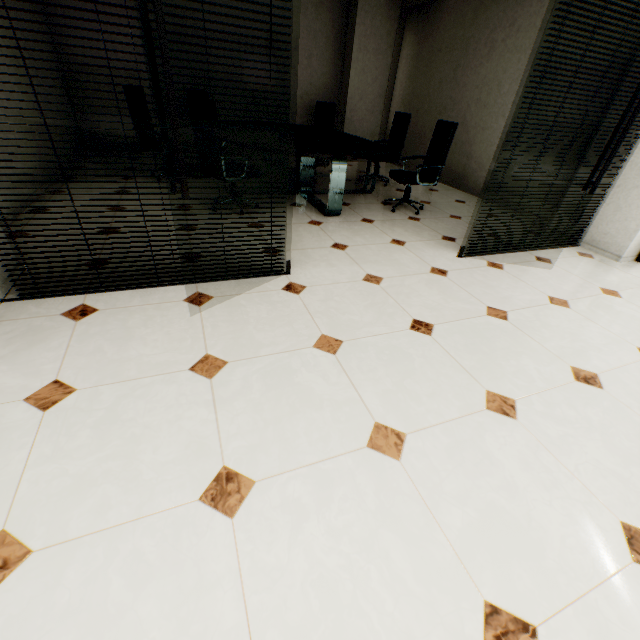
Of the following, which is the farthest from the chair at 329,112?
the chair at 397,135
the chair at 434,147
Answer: the chair at 434,147

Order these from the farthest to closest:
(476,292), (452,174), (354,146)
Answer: (452,174), (354,146), (476,292)

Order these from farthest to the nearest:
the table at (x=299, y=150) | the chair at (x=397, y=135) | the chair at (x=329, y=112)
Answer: the chair at (x=329, y=112), the chair at (x=397, y=135), the table at (x=299, y=150)

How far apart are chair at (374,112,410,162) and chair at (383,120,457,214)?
1.11m

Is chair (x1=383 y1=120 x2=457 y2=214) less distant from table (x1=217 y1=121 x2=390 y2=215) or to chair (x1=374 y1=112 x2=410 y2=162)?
table (x1=217 y1=121 x2=390 y2=215)

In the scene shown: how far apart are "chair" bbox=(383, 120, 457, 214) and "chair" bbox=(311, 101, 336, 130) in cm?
279

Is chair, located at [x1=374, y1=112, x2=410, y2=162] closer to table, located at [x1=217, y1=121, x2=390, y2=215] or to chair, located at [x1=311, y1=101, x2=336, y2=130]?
table, located at [x1=217, y1=121, x2=390, y2=215]

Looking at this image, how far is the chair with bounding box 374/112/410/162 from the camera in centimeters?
561cm
